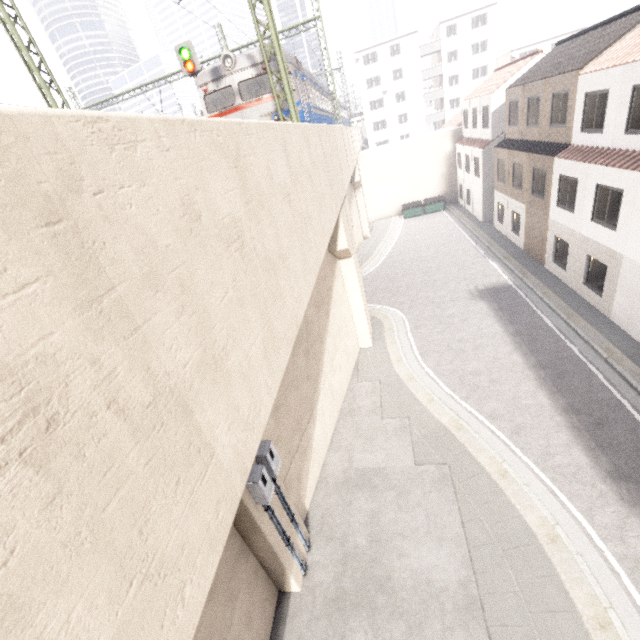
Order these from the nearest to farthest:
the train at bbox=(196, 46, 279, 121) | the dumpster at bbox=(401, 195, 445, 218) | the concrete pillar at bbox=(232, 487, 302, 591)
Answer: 1. the concrete pillar at bbox=(232, 487, 302, 591)
2. the train at bbox=(196, 46, 279, 121)
3. the dumpster at bbox=(401, 195, 445, 218)

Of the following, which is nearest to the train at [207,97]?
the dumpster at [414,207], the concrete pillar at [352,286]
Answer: the concrete pillar at [352,286]

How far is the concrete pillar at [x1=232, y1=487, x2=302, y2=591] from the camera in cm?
649

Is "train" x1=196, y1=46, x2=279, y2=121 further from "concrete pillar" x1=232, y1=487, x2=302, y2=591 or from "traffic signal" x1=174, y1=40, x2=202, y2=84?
"concrete pillar" x1=232, y1=487, x2=302, y2=591

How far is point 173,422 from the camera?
2.1m

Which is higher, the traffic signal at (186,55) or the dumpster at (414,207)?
the traffic signal at (186,55)

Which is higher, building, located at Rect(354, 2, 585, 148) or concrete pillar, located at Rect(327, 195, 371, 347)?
building, located at Rect(354, 2, 585, 148)

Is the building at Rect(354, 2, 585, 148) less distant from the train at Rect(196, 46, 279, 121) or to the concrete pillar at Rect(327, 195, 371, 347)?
the train at Rect(196, 46, 279, 121)
